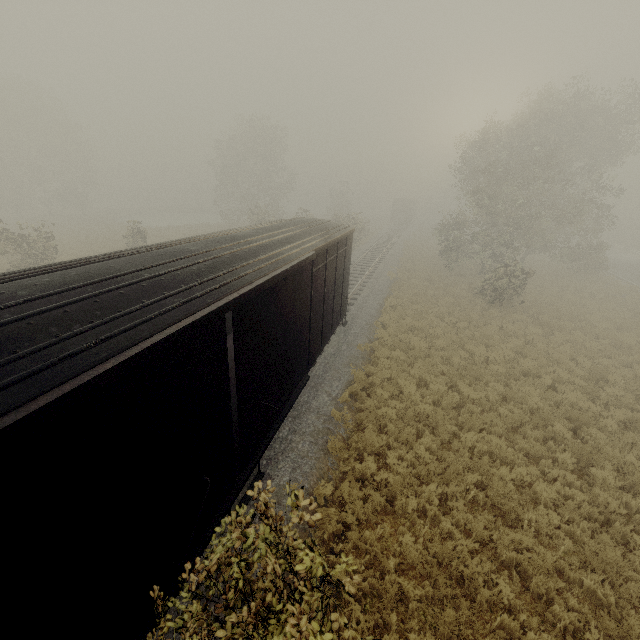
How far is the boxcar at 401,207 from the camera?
54.8m

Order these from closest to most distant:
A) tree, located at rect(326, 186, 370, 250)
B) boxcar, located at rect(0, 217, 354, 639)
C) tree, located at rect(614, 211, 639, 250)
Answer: boxcar, located at rect(0, 217, 354, 639) → tree, located at rect(326, 186, 370, 250) → tree, located at rect(614, 211, 639, 250)

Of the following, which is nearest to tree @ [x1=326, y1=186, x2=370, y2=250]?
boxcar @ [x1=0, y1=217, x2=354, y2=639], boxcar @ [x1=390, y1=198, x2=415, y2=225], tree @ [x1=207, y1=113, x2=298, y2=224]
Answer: boxcar @ [x1=0, y1=217, x2=354, y2=639]

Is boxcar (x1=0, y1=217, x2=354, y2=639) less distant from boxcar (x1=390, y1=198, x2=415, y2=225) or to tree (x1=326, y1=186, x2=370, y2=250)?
tree (x1=326, y1=186, x2=370, y2=250)

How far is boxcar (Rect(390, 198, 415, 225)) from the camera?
54.81m

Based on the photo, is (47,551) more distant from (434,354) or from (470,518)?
(434,354)

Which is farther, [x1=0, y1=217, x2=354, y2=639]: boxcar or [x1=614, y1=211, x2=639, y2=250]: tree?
[x1=614, y1=211, x2=639, y2=250]: tree

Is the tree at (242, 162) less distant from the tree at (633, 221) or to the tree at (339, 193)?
the tree at (339, 193)
